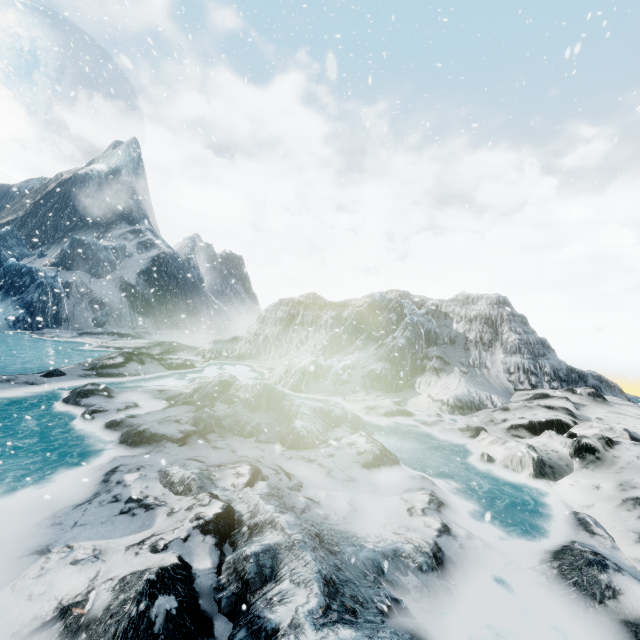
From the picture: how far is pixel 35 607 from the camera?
3.09m
